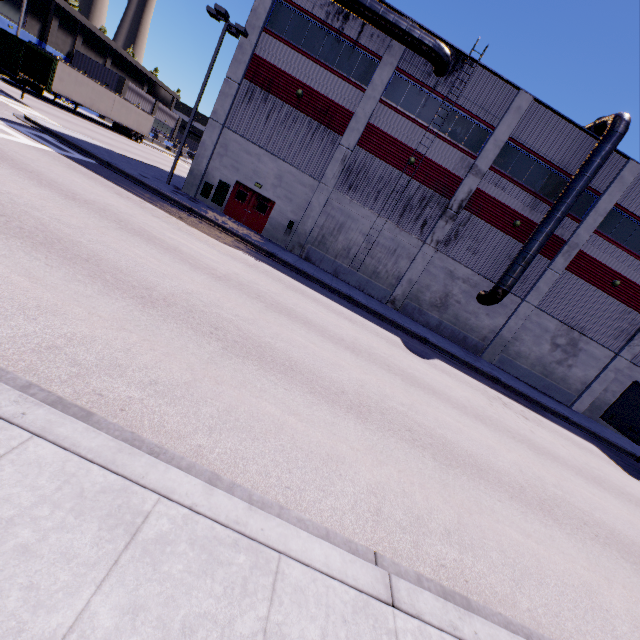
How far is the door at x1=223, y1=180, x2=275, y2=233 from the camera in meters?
21.6 m

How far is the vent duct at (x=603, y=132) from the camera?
17.8m

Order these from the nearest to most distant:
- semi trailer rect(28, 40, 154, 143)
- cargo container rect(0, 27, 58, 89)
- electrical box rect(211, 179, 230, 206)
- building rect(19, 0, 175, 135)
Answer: cargo container rect(0, 27, 58, 89), electrical box rect(211, 179, 230, 206), semi trailer rect(28, 40, 154, 143), building rect(19, 0, 175, 135)

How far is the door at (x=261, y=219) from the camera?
21.64m

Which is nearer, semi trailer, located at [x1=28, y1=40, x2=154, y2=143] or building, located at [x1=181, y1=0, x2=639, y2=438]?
building, located at [x1=181, y1=0, x2=639, y2=438]

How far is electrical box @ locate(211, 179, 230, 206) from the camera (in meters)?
21.32

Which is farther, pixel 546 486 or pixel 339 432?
pixel 546 486

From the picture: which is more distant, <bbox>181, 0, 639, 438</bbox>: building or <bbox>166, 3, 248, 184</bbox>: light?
<bbox>181, 0, 639, 438</bbox>: building
